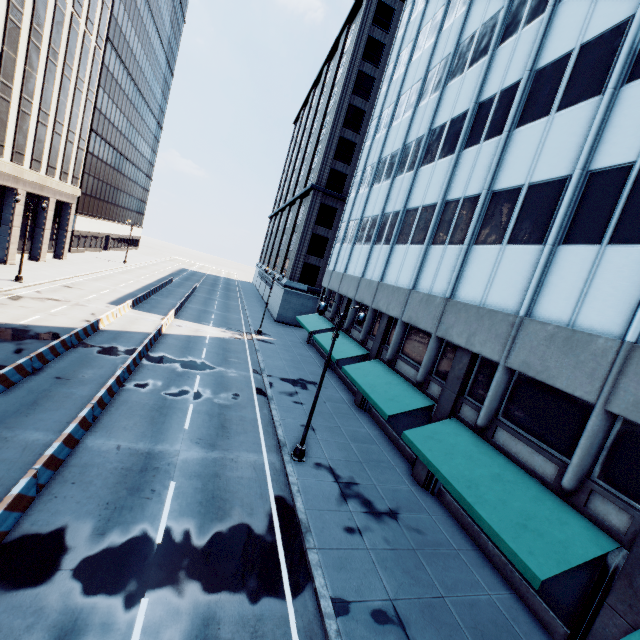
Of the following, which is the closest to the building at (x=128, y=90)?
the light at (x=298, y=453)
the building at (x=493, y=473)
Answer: the light at (x=298, y=453)

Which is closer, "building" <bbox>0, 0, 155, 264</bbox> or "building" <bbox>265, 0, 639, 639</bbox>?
"building" <bbox>265, 0, 639, 639</bbox>

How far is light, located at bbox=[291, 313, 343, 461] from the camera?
13.9 meters

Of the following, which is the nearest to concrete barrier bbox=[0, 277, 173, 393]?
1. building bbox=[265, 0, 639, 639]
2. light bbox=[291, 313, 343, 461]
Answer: light bbox=[291, 313, 343, 461]

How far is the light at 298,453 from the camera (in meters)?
13.86

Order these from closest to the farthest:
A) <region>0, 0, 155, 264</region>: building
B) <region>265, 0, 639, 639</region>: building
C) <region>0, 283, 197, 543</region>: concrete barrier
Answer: <region>0, 283, 197, 543</region>: concrete barrier, <region>265, 0, 639, 639</region>: building, <region>0, 0, 155, 264</region>: building

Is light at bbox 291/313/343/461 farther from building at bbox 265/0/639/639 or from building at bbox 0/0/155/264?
building at bbox 0/0/155/264

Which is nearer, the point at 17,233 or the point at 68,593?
the point at 68,593
